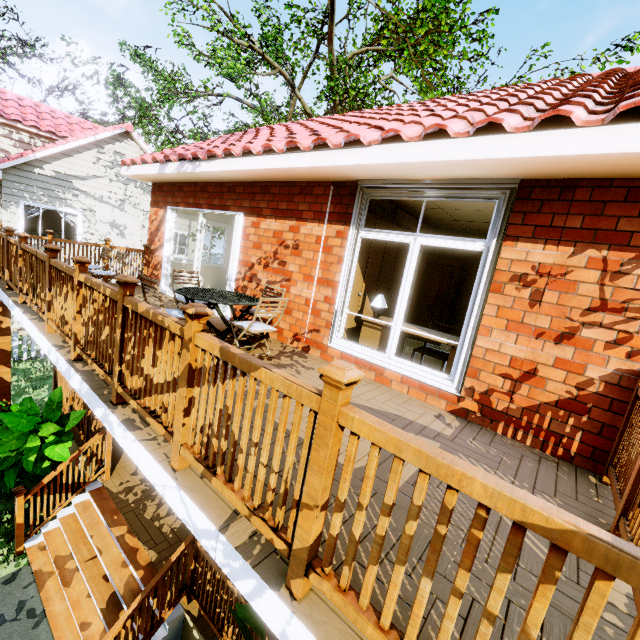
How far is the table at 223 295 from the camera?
4.2m

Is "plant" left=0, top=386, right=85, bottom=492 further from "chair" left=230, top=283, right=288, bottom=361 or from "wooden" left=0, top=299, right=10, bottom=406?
"chair" left=230, top=283, right=288, bottom=361

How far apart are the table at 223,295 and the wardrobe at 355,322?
1.30m

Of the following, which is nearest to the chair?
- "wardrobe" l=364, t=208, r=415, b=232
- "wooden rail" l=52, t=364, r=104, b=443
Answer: "wardrobe" l=364, t=208, r=415, b=232

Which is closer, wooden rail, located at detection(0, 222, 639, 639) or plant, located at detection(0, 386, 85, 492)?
wooden rail, located at detection(0, 222, 639, 639)

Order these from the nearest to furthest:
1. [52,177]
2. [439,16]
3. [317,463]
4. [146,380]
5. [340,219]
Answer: [317,463], [146,380], [340,219], [439,16], [52,177]

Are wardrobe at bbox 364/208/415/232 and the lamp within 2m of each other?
yes

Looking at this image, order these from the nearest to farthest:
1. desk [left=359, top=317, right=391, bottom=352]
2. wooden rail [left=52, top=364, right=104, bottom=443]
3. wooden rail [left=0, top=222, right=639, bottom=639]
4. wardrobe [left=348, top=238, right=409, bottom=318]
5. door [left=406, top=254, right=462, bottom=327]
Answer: wooden rail [left=0, top=222, right=639, bottom=639] → desk [left=359, top=317, right=391, bottom=352] → wardrobe [left=348, top=238, right=409, bottom=318] → wooden rail [left=52, top=364, right=104, bottom=443] → door [left=406, top=254, right=462, bottom=327]
